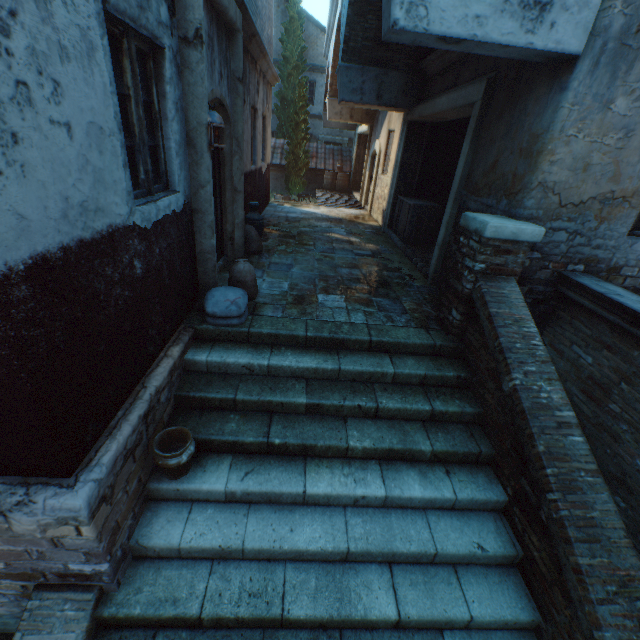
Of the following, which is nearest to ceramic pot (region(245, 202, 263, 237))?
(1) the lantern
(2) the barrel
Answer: (1) the lantern

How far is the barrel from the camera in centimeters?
1777cm

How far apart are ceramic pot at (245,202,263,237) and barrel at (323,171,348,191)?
12.19m

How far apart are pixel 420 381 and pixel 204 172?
3.69m

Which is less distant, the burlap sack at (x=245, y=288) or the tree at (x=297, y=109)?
the burlap sack at (x=245, y=288)

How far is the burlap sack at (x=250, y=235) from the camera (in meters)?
6.51

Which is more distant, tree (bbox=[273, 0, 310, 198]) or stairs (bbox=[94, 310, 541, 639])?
tree (bbox=[273, 0, 310, 198])

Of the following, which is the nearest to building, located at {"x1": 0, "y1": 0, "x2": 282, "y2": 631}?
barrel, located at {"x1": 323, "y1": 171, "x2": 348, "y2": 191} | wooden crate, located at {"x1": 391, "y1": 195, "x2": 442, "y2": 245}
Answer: wooden crate, located at {"x1": 391, "y1": 195, "x2": 442, "y2": 245}
